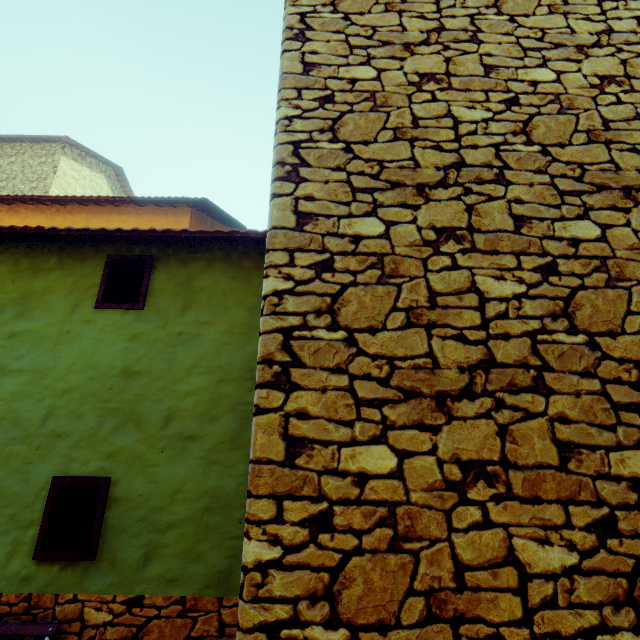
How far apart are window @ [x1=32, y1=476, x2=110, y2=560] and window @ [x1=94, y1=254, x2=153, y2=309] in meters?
1.8 m

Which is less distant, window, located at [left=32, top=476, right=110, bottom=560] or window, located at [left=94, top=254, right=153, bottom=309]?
window, located at [left=32, top=476, right=110, bottom=560]

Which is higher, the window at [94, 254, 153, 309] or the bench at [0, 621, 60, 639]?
the window at [94, 254, 153, 309]

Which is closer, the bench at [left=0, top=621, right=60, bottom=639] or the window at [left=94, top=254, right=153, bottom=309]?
the bench at [left=0, top=621, right=60, bottom=639]

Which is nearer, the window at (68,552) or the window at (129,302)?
the window at (68,552)

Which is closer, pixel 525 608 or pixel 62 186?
pixel 525 608

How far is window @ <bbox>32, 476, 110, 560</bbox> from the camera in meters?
3.0 m

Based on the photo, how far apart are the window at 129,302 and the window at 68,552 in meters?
1.8 m
